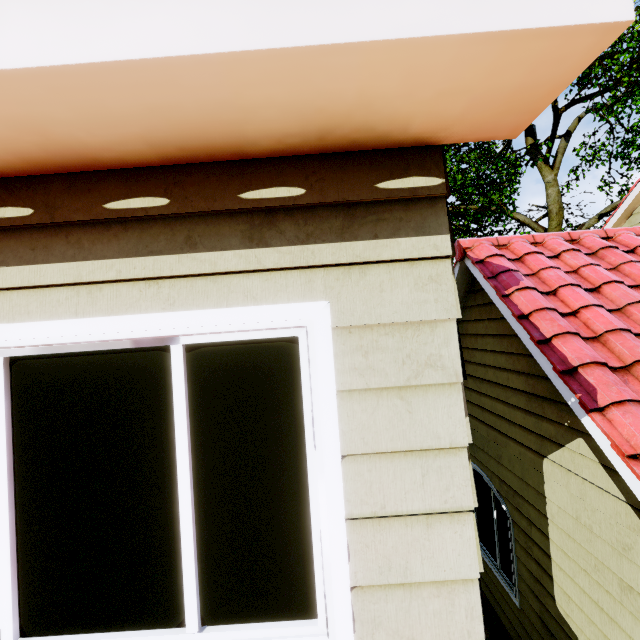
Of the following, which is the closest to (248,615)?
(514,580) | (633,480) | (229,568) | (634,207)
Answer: (229,568)
